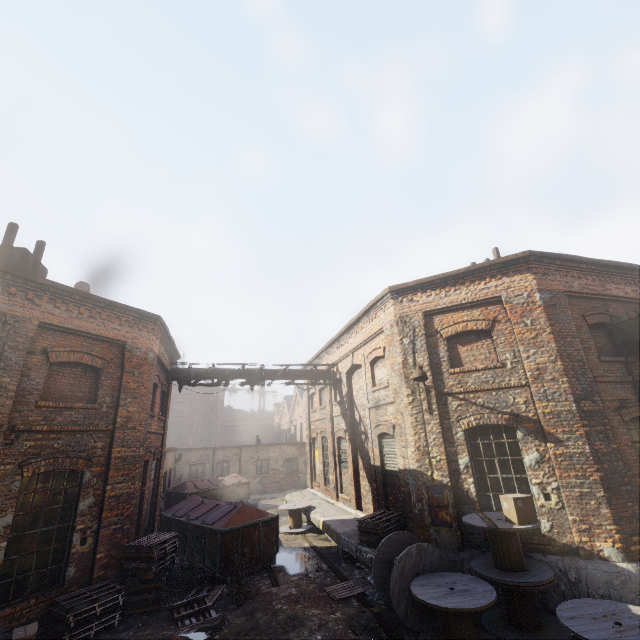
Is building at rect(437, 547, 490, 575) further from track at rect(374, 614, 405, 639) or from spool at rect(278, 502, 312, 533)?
track at rect(374, 614, 405, 639)

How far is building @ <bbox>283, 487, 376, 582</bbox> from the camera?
9.3m

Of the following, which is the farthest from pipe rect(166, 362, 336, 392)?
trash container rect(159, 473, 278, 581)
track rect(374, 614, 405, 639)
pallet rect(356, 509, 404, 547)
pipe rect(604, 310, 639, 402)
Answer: pipe rect(604, 310, 639, 402)

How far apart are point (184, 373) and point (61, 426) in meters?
6.5

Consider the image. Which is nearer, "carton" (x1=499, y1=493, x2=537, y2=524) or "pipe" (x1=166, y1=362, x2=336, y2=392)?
"carton" (x1=499, y1=493, x2=537, y2=524)

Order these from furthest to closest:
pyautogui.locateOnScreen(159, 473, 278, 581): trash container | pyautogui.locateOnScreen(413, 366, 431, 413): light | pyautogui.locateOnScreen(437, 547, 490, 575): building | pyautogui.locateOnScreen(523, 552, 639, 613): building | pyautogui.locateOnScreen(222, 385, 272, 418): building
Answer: pyautogui.locateOnScreen(222, 385, 272, 418): building < pyautogui.locateOnScreen(159, 473, 278, 581): trash container < pyautogui.locateOnScreen(413, 366, 431, 413): light < pyautogui.locateOnScreen(437, 547, 490, 575): building < pyautogui.locateOnScreen(523, 552, 639, 613): building

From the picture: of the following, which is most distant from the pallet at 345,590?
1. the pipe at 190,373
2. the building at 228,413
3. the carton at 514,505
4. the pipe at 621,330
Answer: the building at 228,413

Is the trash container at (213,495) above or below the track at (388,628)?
above
